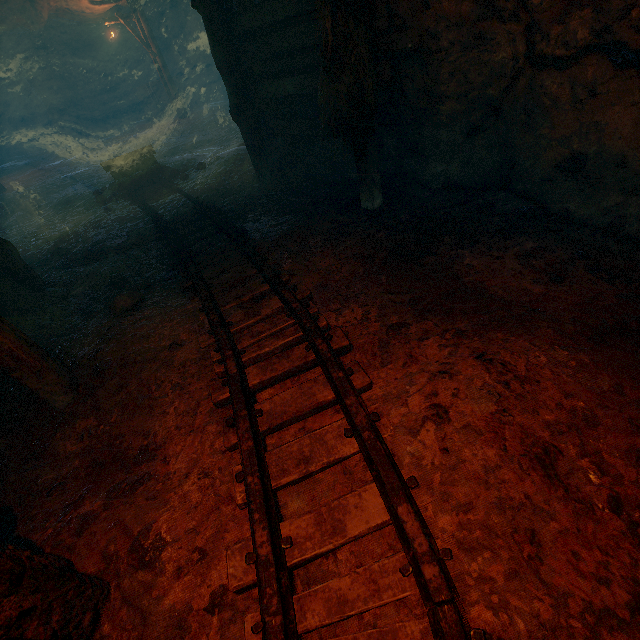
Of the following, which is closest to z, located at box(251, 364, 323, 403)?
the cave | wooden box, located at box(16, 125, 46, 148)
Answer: the cave

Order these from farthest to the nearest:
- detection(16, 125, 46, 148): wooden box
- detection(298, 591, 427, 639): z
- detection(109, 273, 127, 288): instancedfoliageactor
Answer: detection(16, 125, 46, 148): wooden box → detection(109, 273, 127, 288): instancedfoliageactor → detection(298, 591, 427, 639): z

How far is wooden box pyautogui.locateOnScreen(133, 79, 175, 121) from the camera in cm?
1825

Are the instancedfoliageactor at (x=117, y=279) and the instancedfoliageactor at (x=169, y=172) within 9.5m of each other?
yes

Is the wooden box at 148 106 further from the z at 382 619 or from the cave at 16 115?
the z at 382 619

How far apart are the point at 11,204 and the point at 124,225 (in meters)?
6.74

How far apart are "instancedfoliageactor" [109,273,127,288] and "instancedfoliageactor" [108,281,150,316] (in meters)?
0.52

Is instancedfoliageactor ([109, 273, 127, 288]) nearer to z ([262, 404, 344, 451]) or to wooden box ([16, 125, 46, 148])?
z ([262, 404, 344, 451])
